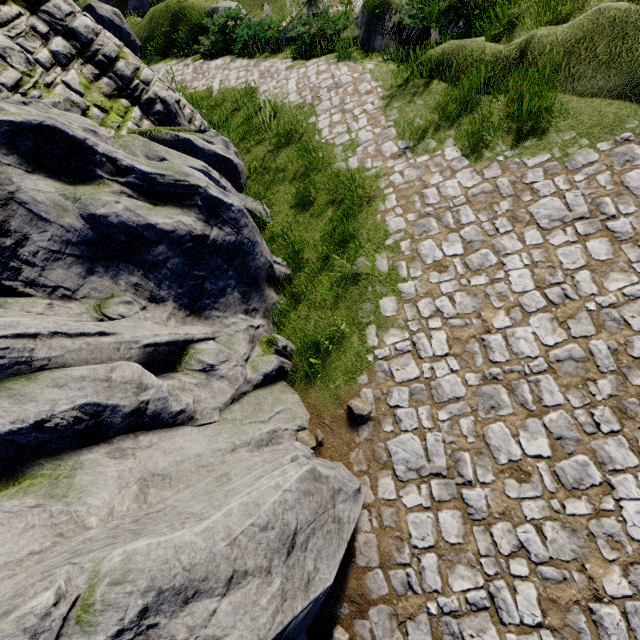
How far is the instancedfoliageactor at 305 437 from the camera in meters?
4.1 m

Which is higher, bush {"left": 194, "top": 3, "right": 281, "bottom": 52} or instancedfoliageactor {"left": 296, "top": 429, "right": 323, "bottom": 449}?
bush {"left": 194, "top": 3, "right": 281, "bottom": 52}

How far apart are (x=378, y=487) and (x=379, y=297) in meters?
2.6

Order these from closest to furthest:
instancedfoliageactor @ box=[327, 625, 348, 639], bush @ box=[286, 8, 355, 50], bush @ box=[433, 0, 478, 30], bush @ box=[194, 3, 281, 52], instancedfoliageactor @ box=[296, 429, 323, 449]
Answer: instancedfoliageactor @ box=[327, 625, 348, 639]
instancedfoliageactor @ box=[296, 429, 323, 449]
bush @ box=[433, 0, 478, 30]
bush @ box=[286, 8, 355, 50]
bush @ box=[194, 3, 281, 52]

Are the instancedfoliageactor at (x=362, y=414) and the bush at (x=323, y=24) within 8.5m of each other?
no

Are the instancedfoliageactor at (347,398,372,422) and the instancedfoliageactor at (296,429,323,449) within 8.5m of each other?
yes

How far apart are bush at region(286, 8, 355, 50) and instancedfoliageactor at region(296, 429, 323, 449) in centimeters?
1192cm

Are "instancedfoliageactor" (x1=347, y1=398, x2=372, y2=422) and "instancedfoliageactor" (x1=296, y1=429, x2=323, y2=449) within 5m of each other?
yes
